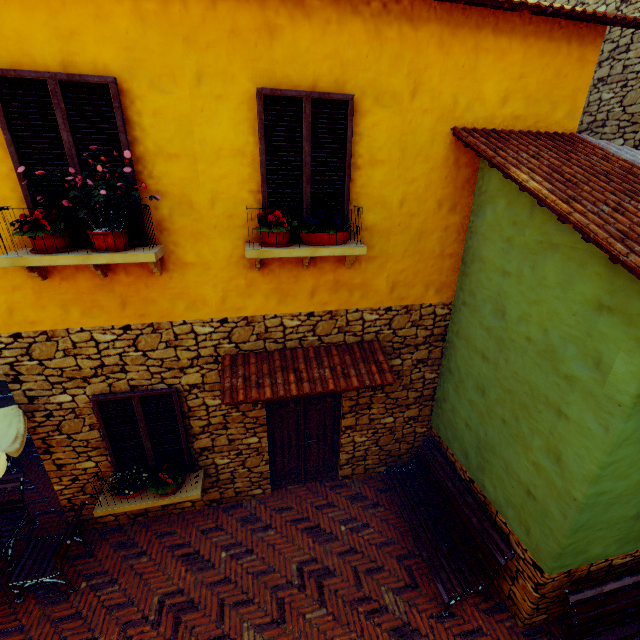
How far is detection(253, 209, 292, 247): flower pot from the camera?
3.8 meters

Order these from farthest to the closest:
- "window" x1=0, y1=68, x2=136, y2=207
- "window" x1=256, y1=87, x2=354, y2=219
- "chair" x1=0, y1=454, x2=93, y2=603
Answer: "chair" x1=0, y1=454, x2=93, y2=603, "window" x1=256, y1=87, x2=354, y2=219, "window" x1=0, y1=68, x2=136, y2=207

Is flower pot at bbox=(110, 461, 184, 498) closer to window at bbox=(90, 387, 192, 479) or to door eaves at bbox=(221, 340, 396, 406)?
window at bbox=(90, 387, 192, 479)

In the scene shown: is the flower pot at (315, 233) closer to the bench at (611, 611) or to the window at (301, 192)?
the window at (301, 192)

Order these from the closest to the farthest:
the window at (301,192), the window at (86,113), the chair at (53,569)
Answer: the window at (86,113) → the window at (301,192) → the chair at (53,569)

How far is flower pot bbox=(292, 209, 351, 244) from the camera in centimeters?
395cm

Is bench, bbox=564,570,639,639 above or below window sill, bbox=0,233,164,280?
below

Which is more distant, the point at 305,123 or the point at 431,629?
the point at 431,629
